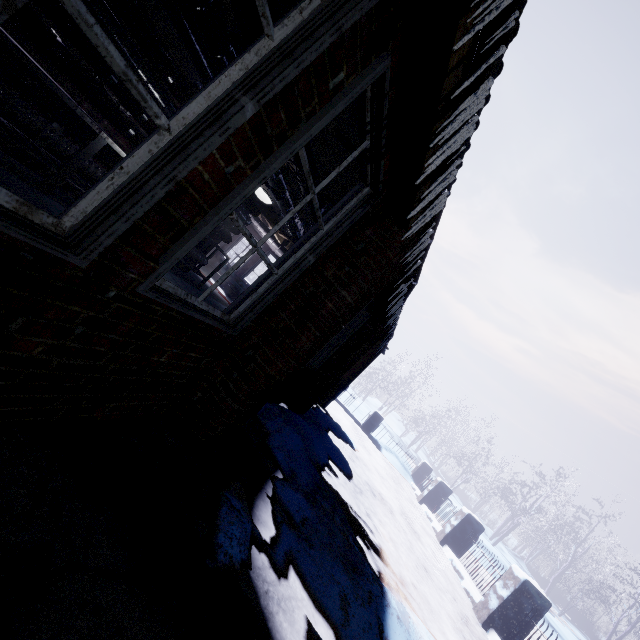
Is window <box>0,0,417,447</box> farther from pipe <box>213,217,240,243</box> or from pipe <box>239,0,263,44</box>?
pipe <box>213,217,240,243</box>

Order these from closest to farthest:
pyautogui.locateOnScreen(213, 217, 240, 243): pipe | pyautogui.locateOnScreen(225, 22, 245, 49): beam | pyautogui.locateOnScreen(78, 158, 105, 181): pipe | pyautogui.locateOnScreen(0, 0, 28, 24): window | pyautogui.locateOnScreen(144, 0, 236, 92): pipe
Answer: pyautogui.locateOnScreen(0, 0, 28, 24): window → pyautogui.locateOnScreen(144, 0, 236, 92): pipe → pyautogui.locateOnScreen(225, 22, 245, 49): beam → pyautogui.locateOnScreen(78, 158, 105, 181): pipe → pyautogui.locateOnScreen(213, 217, 240, 243): pipe

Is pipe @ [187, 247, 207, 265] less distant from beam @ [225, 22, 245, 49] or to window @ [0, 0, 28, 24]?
beam @ [225, 22, 245, 49]

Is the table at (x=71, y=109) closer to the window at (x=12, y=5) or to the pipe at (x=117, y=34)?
the pipe at (x=117, y=34)

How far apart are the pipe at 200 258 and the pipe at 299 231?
1.4m

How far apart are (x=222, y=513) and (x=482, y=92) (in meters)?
2.37

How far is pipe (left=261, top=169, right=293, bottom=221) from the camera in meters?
3.8

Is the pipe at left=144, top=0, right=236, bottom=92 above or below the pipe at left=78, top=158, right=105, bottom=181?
above
